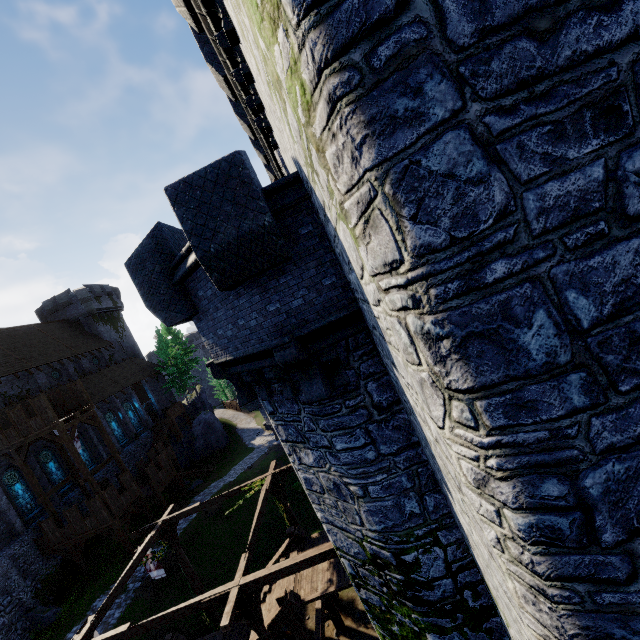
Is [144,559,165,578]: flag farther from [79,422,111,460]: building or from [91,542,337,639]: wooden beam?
[79,422,111,460]: building

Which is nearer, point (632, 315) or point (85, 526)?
point (632, 315)

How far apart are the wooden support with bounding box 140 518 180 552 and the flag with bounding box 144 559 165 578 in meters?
0.1 m

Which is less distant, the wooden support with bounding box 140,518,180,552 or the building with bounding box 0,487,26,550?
the wooden support with bounding box 140,518,180,552

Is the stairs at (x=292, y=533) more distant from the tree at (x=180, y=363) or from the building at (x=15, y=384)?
the tree at (x=180, y=363)

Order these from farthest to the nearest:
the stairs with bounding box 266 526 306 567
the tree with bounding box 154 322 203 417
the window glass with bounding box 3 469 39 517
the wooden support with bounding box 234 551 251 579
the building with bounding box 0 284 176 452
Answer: the tree with bounding box 154 322 203 417, the building with bounding box 0 284 176 452, the window glass with bounding box 3 469 39 517, the stairs with bounding box 266 526 306 567, the wooden support with bounding box 234 551 251 579

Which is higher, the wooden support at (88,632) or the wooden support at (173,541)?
the wooden support at (88,632)

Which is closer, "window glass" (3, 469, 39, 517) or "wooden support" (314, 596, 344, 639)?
"wooden support" (314, 596, 344, 639)
